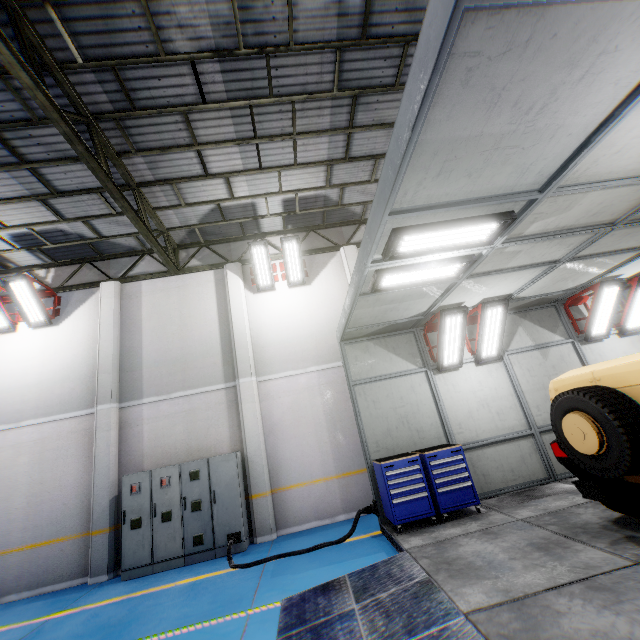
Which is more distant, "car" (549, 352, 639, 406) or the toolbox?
the toolbox

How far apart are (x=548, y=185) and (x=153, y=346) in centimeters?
1009cm

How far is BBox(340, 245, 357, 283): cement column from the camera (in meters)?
10.70

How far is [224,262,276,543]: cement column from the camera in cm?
811

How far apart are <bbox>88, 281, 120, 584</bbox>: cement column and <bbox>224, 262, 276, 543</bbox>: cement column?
3.2 meters

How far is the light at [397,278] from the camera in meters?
4.8 m

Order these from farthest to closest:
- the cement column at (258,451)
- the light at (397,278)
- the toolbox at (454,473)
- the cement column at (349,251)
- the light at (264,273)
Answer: the cement column at (349,251)
the light at (264,273)
the cement column at (258,451)
the toolbox at (454,473)
the light at (397,278)

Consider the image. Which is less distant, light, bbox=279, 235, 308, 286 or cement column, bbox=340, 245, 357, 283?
light, bbox=279, 235, 308, 286
